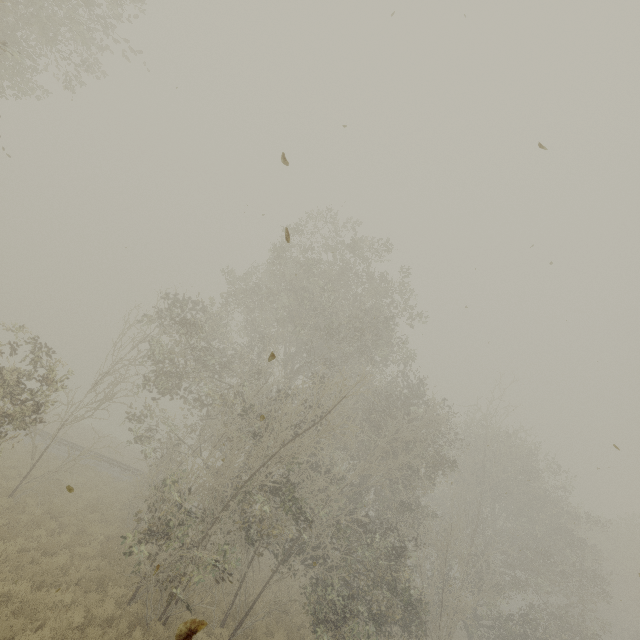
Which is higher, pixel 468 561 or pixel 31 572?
pixel 468 561
